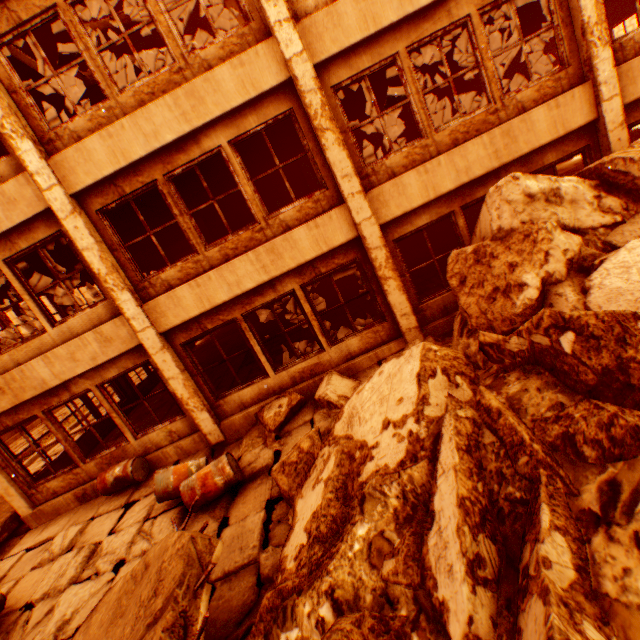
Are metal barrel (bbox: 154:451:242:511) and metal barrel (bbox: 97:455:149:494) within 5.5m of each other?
yes

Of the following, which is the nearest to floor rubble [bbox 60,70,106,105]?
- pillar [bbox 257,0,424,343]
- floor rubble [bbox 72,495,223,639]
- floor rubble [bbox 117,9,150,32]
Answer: pillar [bbox 257,0,424,343]

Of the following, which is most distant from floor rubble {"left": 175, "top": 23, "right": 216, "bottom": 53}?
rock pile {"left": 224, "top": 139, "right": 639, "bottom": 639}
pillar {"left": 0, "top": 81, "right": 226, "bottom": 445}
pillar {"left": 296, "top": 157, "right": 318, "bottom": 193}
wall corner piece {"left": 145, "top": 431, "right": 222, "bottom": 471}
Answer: wall corner piece {"left": 145, "top": 431, "right": 222, "bottom": 471}

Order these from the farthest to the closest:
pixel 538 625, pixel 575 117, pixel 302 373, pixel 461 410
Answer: pixel 302 373 → pixel 575 117 → pixel 461 410 → pixel 538 625

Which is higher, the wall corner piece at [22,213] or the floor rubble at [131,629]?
the wall corner piece at [22,213]

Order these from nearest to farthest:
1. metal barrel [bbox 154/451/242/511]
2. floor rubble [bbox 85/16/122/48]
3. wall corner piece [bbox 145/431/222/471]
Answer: metal barrel [bbox 154/451/242/511] < wall corner piece [bbox 145/431/222/471] < floor rubble [bbox 85/16/122/48]

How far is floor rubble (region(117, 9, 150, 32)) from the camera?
10.70m

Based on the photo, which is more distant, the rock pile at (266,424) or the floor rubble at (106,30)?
the floor rubble at (106,30)
